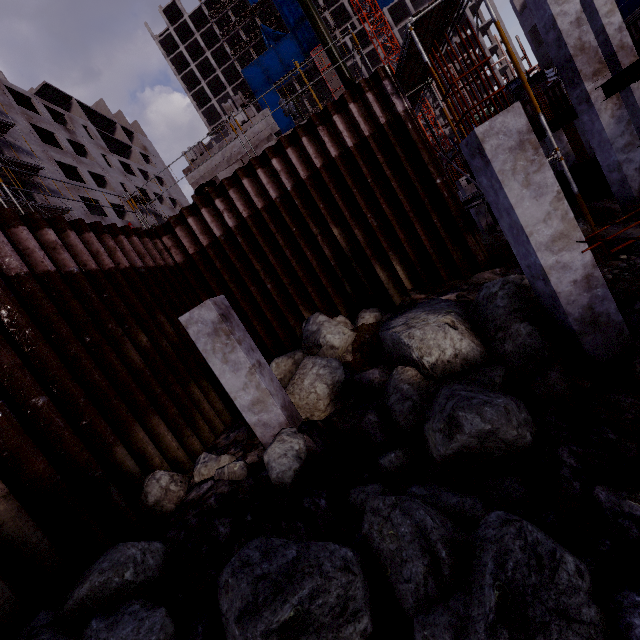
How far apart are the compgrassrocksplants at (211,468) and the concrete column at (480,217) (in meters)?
18.28

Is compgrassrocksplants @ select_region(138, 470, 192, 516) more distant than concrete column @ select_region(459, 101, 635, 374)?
Yes

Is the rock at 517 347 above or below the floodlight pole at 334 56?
below

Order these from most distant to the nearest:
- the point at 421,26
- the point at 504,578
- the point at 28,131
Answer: the point at 28,131, the point at 421,26, the point at 504,578

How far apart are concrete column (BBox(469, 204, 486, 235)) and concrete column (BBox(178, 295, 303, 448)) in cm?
1715

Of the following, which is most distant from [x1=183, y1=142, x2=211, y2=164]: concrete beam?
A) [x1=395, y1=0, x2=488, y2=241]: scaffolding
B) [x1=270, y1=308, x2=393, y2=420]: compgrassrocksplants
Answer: [x1=270, y1=308, x2=393, y2=420]: compgrassrocksplants

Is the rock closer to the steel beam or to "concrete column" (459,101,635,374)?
"concrete column" (459,101,635,374)

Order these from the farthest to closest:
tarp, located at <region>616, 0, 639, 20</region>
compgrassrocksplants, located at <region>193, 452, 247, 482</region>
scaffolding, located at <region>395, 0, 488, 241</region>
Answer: tarp, located at <region>616, 0, 639, 20</region>, scaffolding, located at <region>395, 0, 488, 241</region>, compgrassrocksplants, located at <region>193, 452, 247, 482</region>
